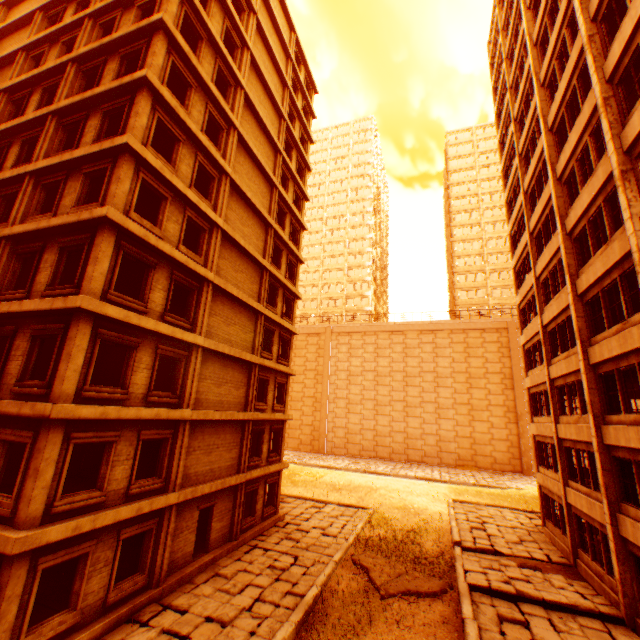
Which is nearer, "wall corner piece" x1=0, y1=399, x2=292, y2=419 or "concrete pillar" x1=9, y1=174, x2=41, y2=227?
"wall corner piece" x1=0, y1=399, x2=292, y2=419

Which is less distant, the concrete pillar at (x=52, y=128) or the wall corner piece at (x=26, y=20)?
the concrete pillar at (x=52, y=128)

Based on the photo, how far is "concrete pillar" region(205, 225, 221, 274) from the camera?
15.15m

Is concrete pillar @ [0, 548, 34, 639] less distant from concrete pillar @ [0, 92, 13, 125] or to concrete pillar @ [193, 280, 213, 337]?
concrete pillar @ [193, 280, 213, 337]

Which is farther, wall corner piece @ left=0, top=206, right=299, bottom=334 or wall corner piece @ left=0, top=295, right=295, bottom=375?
wall corner piece @ left=0, top=206, right=299, bottom=334

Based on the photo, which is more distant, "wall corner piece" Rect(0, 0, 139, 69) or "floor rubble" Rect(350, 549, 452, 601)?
"wall corner piece" Rect(0, 0, 139, 69)

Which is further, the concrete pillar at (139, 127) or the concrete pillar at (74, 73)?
the concrete pillar at (74, 73)

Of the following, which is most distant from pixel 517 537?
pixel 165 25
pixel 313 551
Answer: pixel 165 25
